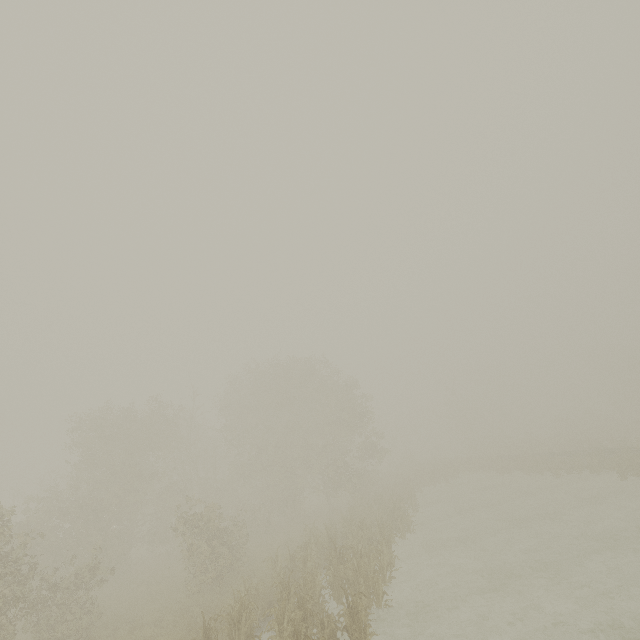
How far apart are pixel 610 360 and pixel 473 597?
68.38m
